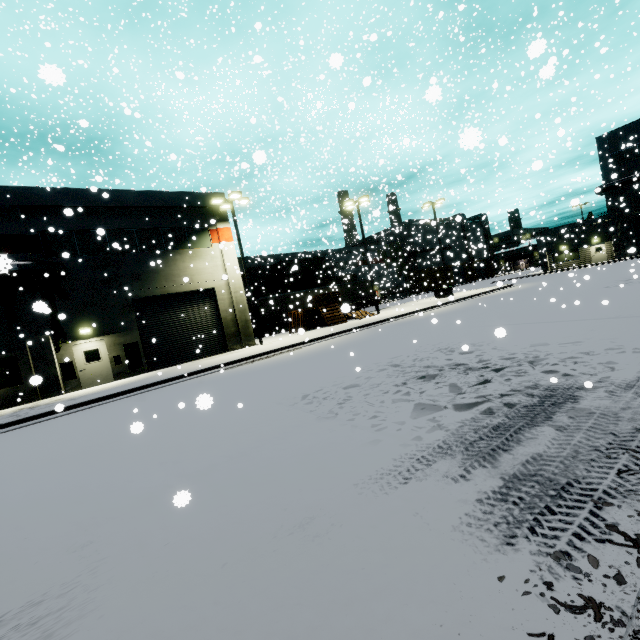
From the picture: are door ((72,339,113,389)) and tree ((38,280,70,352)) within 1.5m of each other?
yes

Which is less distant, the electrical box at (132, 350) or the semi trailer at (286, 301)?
the electrical box at (132, 350)

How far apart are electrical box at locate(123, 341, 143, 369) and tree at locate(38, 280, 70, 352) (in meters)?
2.52

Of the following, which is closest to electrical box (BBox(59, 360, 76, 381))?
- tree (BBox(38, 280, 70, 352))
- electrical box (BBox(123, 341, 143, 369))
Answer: tree (BBox(38, 280, 70, 352))

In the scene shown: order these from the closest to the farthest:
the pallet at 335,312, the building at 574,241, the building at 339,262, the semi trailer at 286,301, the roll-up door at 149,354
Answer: the roll-up door at 149,354
the pallet at 335,312
the semi trailer at 286,301
the building at 574,241
the building at 339,262

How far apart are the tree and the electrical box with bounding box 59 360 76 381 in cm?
57

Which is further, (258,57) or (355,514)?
(258,57)

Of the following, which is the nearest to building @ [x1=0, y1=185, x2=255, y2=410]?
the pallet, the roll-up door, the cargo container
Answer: the roll-up door
